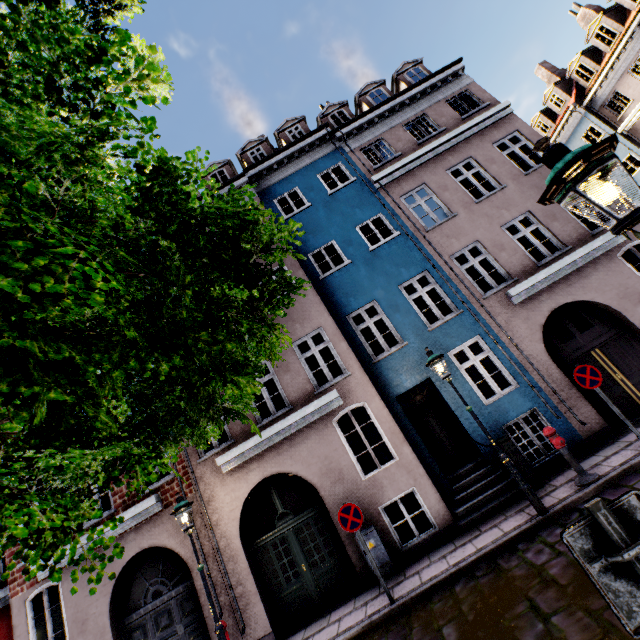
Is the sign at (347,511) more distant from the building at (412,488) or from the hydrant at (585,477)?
the hydrant at (585,477)

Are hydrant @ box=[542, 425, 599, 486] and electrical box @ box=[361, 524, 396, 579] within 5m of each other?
yes

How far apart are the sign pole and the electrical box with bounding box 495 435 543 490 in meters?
7.3 m

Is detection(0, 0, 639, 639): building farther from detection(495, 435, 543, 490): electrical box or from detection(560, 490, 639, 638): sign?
detection(560, 490, 639, 638): sign

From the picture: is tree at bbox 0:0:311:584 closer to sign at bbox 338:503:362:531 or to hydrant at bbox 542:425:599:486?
sign at bbox 338:503:362:531

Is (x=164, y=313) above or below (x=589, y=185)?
above

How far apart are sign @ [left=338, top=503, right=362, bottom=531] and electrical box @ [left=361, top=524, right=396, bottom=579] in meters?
1.4

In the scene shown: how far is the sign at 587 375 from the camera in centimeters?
704cm
